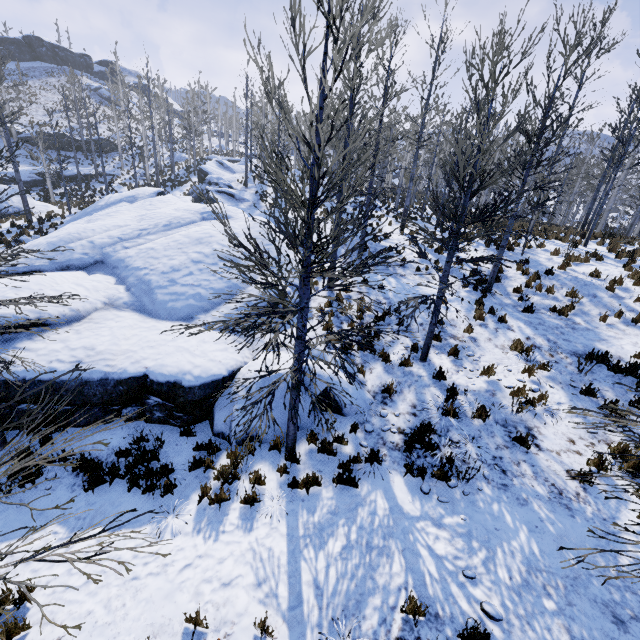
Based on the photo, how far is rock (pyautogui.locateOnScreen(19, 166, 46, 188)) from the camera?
32.49m

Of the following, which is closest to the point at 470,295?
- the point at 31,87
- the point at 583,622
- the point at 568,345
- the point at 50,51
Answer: the point at 568,345

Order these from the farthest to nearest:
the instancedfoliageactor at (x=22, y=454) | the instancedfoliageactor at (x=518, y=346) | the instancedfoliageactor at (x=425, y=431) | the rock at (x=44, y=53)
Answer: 1. the rock at (x=44, y=53)
2. the instancedfoliageactor at (x=518, y=346)
3. the instancedfoliageactor at (x=425, y=431)
4. the instancedfoliageactor at (x=22, y=454)

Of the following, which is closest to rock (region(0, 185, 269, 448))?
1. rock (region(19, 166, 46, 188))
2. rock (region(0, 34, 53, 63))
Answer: rock (region(19, 166, 46, 188))

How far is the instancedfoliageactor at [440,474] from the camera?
5.7 meters

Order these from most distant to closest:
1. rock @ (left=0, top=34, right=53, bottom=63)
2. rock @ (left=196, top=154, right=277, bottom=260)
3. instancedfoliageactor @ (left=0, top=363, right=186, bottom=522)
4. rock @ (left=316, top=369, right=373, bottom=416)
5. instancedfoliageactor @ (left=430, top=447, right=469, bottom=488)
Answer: rock @ (left=0, top=34, right=53, bottom=63)
rock @ (left=196, top=154, right=277, bottom=260)
rock @ (left=316, top=369, right=373, bottom=416)
instancedfoliageactor @ (left=430, top=447, right=469, bottom=488)
instancedfoliageactor @ (left=0, top=363, right=186, bottom=522)

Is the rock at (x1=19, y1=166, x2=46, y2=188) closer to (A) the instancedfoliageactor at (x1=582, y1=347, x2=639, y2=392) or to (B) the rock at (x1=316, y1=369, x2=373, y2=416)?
(A) the instancedfoliageactor at (x1=582, y1=347, x2=639, y2=392)

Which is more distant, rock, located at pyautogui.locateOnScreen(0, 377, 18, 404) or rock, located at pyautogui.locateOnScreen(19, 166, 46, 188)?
rock, located at pyautogui.locateOnScreen(19, 166, 46, 188)
